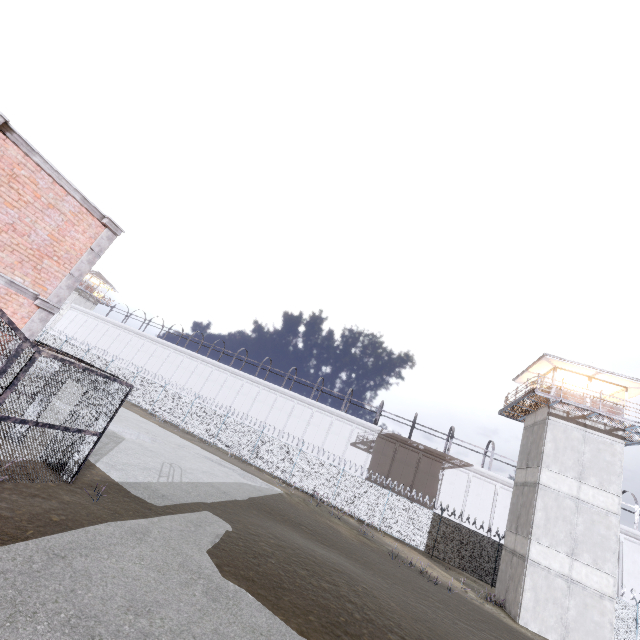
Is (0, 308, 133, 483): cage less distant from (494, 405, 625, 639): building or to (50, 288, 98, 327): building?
(494, 405, 625, 639): building

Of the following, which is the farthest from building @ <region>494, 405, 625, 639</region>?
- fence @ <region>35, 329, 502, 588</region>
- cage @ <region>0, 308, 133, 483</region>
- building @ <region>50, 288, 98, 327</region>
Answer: building @ <region>50, 288, 98, 327</region>

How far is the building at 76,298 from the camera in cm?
5162

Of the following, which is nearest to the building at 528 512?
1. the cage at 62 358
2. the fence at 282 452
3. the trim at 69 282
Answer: the fence at 282 452

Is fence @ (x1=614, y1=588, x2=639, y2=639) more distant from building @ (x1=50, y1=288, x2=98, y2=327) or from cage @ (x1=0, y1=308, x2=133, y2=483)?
building @ (x1=50, y1=288, x2=98, y2=327)

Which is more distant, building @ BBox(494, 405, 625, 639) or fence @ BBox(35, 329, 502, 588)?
fence @ BBox(35, 329, 502, 588)

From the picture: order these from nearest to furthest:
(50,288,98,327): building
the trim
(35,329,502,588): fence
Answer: the trim, (35,329,502,588): fence, (50,288,98,327): building

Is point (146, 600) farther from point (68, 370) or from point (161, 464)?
point (161, 464)
